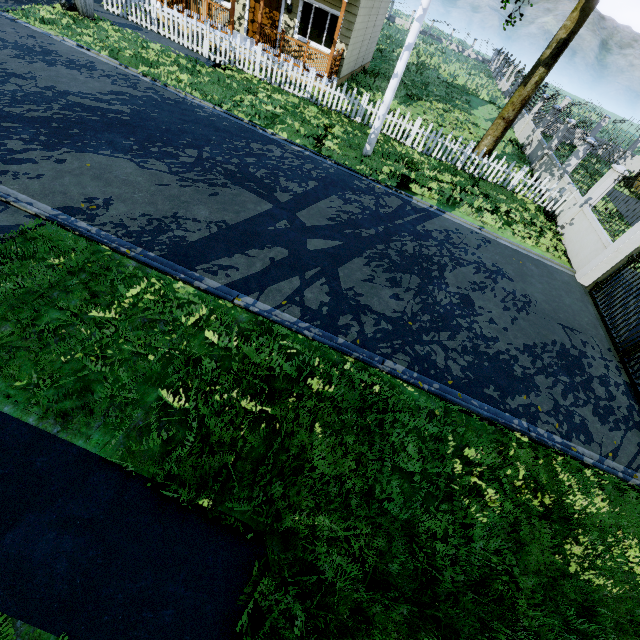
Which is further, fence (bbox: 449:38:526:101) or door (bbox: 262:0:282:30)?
fence (bbox: 449:38:526:101)

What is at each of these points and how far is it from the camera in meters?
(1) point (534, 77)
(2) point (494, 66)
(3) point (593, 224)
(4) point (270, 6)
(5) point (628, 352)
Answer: (1) tree, 12.2 m
(2) fence, 39.6 m
(3) fence, 10.6 m
(4) door, 14.0 m
(5) gate, 7.8 m

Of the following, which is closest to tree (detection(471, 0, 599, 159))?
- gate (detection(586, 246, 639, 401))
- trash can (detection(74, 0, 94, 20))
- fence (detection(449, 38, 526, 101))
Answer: fence (detection(449, 38, 526, 101))

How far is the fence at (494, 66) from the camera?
27.2 meters

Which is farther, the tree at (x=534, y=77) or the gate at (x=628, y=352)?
the tree at (x=534, y=77)

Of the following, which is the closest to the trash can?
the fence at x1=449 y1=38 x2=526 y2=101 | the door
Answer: the fence at x1=449 y1=38 x2=526 y2=101

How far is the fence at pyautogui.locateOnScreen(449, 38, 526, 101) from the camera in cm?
2723

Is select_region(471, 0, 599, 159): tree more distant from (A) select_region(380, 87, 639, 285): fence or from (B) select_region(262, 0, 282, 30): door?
(B) select_region(262, 0, 282, 30): door
